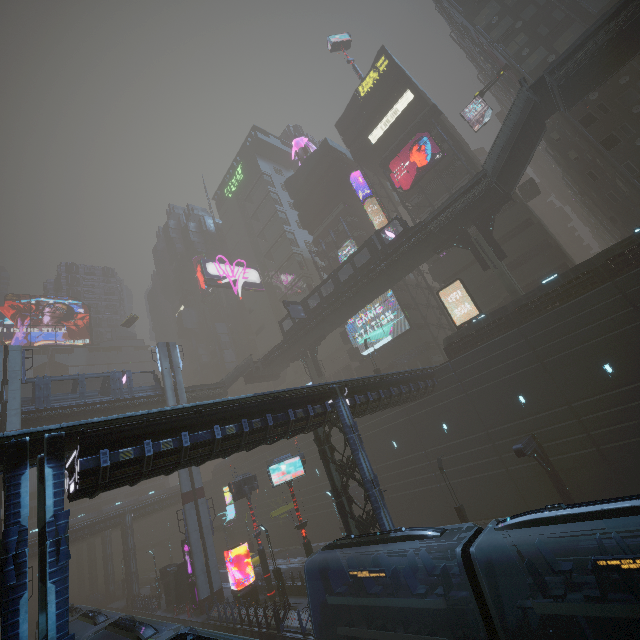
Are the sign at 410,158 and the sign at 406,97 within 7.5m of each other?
yes

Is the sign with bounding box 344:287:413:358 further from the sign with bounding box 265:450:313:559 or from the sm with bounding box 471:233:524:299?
the sign with bounding box 265:450:313:559

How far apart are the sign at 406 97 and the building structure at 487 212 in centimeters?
2271cm

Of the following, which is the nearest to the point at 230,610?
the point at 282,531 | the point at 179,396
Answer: the point at 282,531

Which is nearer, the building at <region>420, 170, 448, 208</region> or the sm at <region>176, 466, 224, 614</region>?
the sm at <region>176, 466, 224, 614</region>

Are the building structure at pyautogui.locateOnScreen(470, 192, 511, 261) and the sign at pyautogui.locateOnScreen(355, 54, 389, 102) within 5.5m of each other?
no

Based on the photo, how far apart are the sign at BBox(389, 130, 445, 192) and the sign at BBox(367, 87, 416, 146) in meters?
5.6

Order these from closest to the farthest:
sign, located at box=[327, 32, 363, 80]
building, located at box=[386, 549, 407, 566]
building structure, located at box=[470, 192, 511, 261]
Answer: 1. building, located at box=[386, 549, 407, 566]
2. building structure, located at box=[470, 192, 511, 261]
3. sign, located at box=[327, 32, 363, 80]
